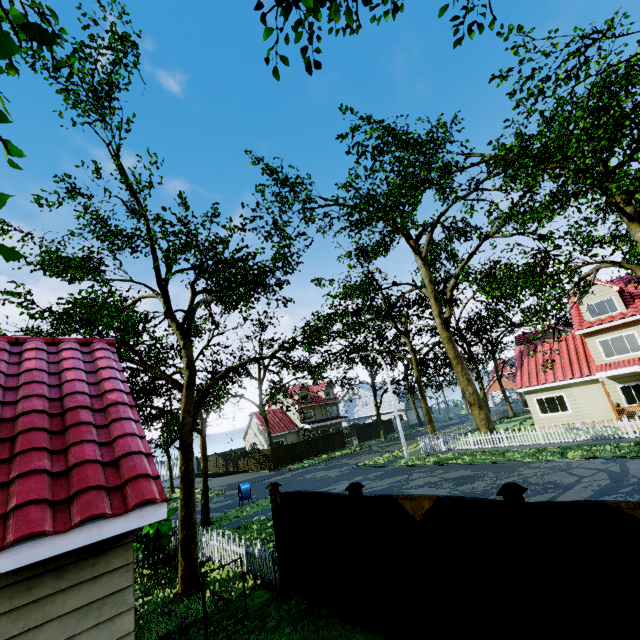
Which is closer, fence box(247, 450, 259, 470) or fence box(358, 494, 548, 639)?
fence box(358, 494, 548, 639)

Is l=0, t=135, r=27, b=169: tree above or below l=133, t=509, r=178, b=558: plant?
above

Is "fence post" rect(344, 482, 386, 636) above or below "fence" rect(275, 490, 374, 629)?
above

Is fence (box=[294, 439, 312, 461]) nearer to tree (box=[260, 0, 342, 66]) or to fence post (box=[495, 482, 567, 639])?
fence post (box=[495, 482, 567, 639])

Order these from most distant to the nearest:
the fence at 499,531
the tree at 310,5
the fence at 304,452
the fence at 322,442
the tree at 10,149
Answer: the fence at 322,442, the fence at 304,452, the fence at 499,531, the tree at 310,5, the tree at 10,149

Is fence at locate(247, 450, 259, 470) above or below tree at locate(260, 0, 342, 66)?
below

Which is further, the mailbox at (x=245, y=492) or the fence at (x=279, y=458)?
the fence at (x=279, y=458)

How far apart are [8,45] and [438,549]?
6.76m
